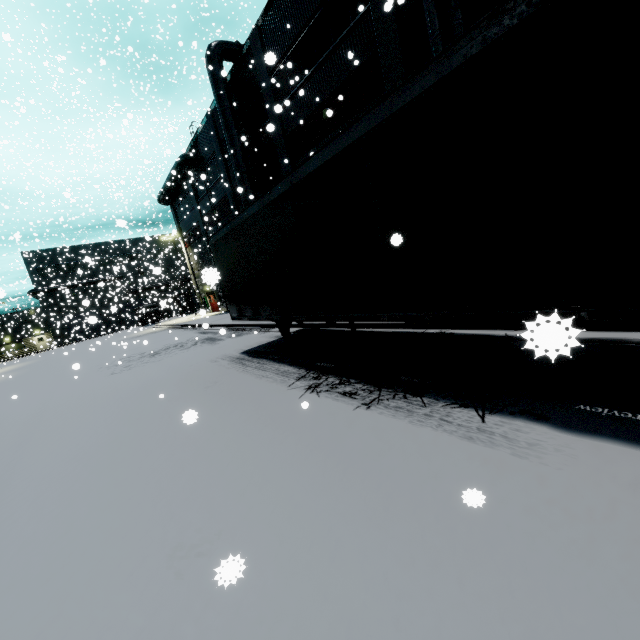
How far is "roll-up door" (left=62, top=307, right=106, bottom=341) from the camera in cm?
2494

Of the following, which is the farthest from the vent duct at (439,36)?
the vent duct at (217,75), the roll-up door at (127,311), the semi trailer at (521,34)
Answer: the roll-up door at (127,311)

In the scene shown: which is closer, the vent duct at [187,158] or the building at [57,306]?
the vent duct at [187,158]

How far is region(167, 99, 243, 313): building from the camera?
23.31m

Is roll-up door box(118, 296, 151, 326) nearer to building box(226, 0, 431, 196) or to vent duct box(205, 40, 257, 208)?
building box(226, 0, 431, 196)

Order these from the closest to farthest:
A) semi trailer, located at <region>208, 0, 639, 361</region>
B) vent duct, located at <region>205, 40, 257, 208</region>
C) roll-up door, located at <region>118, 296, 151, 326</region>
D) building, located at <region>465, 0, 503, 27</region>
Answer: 1. semi trailer, located at <region>208, 0, 639, 361</region>
2. building, located at <region>465, 0, 503, 27</region>
3. vent duct, located at <region>205, 40, 257, 208</region>
4. roll-up door, located at <region>118, 296, 151, 326</region>

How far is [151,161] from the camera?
30.2m

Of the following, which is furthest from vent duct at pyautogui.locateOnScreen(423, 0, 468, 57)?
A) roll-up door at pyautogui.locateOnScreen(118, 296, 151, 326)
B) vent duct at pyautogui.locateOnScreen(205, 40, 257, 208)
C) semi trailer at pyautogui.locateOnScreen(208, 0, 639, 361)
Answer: roll-up door at pyautogui.locateOnScreen(118, 296, 151, 326)
